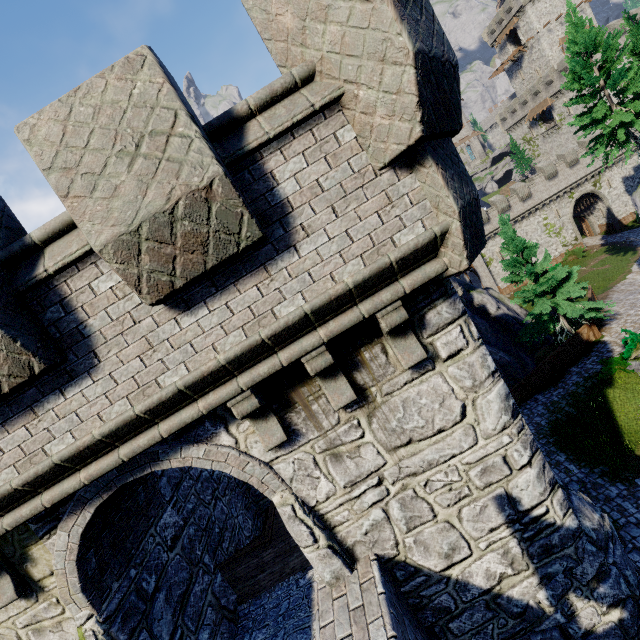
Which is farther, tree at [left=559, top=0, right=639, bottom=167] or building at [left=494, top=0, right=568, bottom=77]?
building at [left=494, top=0, right=568, bottom=77]

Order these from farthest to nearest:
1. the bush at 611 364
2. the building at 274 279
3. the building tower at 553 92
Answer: the building tower at 553 92, the bush at 611 364, the building at 274 279

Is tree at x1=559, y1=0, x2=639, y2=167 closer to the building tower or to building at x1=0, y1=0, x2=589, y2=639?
building at x1=0, y1=0, x2=589, y2=639

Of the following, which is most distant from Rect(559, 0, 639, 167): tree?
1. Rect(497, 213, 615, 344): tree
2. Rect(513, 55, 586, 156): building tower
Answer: Rect(513, 55, 586, 156): building tower

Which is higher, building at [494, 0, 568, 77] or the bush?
building at [494, 0, 568, 77]

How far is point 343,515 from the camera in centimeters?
432cm

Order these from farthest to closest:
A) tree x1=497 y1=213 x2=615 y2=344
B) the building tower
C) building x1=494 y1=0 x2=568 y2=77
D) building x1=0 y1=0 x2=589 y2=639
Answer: building x1=494 y1=0 x2=568 y2=77 < the building tower < tree x1=497 y1=213 x2=615 y2=344 < building x1=0 y1=0 x2=589 y2=639

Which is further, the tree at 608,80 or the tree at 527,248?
the tree at 527,248
